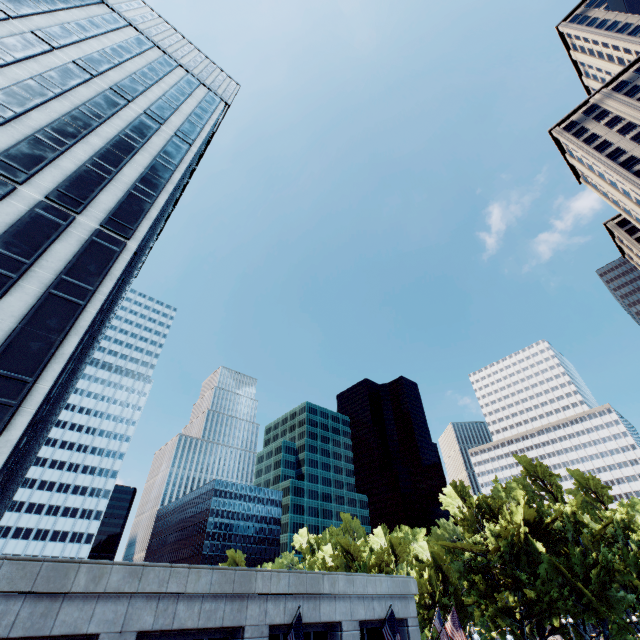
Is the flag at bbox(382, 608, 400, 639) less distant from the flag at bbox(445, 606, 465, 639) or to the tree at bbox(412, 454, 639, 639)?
the flag at bbox(445, 606, 465, 639)

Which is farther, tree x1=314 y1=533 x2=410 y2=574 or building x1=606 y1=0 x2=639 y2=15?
tree x1=314 y1=533 x2=410 y2=574

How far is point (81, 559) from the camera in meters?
12.2

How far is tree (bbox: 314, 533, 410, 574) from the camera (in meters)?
55.19

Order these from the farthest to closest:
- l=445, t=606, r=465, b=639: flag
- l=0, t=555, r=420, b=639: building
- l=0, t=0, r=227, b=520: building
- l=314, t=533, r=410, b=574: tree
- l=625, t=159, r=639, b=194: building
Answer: l=625, t=159, r=639, b=194: building, l=314, t=533, r=410, b=574: tree, l=445, t=606, r=465, b=639: flag, l=0, t=0, r=227, b=520: building, l=0, t=555, r=420, b=639: building

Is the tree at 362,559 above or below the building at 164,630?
above

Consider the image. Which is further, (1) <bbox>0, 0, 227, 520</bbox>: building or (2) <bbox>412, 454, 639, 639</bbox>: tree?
(2) <bbox>412, 454, 639, 639</bbox>: tree

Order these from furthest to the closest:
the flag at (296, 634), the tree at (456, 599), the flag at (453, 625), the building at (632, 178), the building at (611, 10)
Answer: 1. the building at (632, 178)
2. the tree at (456, 599)
3. the building at (611, 10)
4. the flag at (453, 625)
5. the flag at (296, 634)
